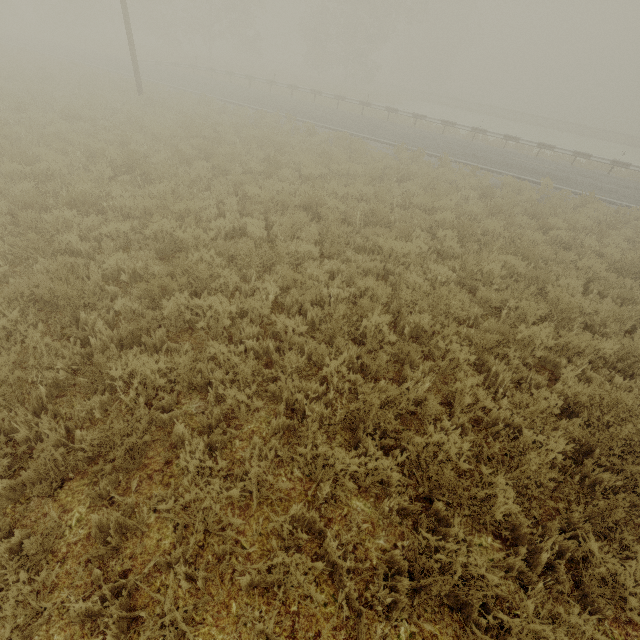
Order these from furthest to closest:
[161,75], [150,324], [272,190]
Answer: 1. [161,75]
2. [272,190]
3. [150,324]
